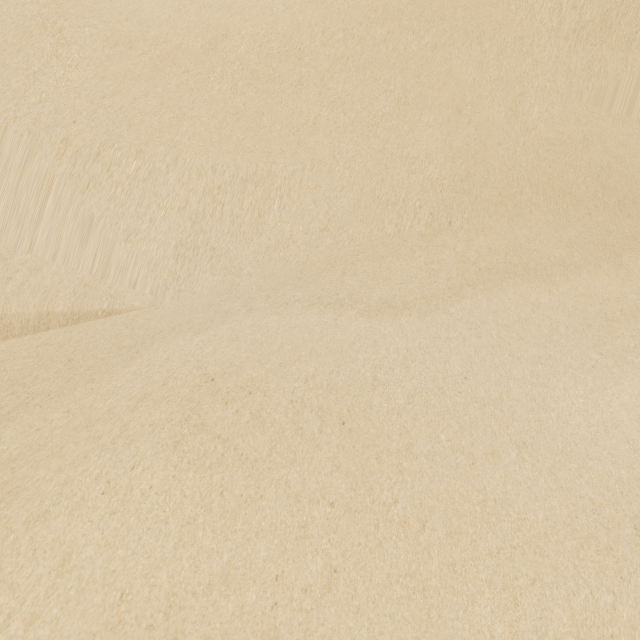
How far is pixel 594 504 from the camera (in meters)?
1.01
